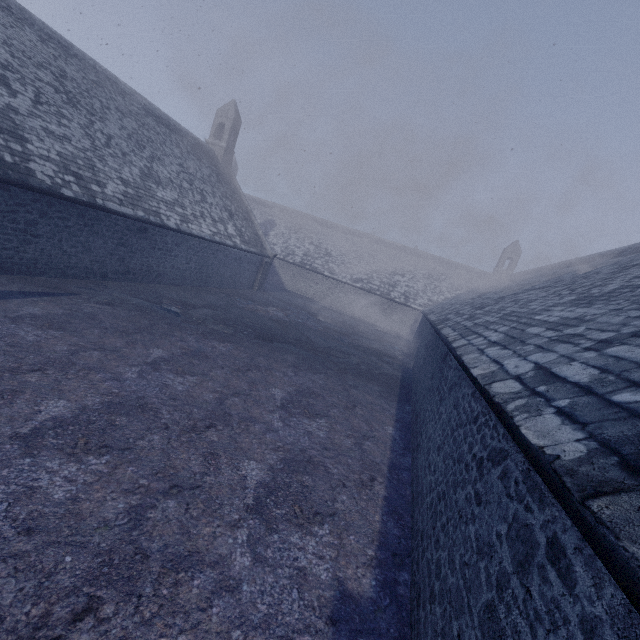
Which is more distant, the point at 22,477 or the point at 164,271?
the point at 164,271
